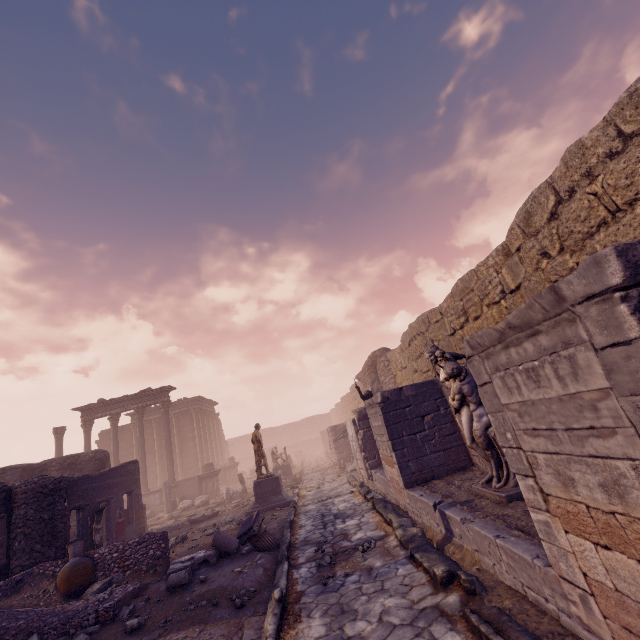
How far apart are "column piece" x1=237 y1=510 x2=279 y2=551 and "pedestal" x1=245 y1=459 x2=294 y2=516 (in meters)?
4.51

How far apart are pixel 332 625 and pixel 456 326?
7.3 meters

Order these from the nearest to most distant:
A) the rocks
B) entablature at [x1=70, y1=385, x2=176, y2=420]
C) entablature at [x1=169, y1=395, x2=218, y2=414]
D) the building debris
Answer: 1. the rocks
2. the building debris
3. entablature at [x1=70, y1=385, x2=176, y2=420]
4. entablature at [x1=169, y1=395, x2=218, y2=414]

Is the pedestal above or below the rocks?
above

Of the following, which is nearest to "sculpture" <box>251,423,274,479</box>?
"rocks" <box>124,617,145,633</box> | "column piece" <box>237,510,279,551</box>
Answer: "column piece" <box>237,510,279,551</box>

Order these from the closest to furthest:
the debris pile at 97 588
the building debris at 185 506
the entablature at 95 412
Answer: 1. the debris pile at 97 588
2. the building debris at 185 506
3. the entablature at 95 412

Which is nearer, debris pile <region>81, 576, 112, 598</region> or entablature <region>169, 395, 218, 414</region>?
debris pile <region>81, 576, 112, 598</region>

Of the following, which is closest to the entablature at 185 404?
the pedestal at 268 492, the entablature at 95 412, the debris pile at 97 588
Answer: the entablature at 95 412
